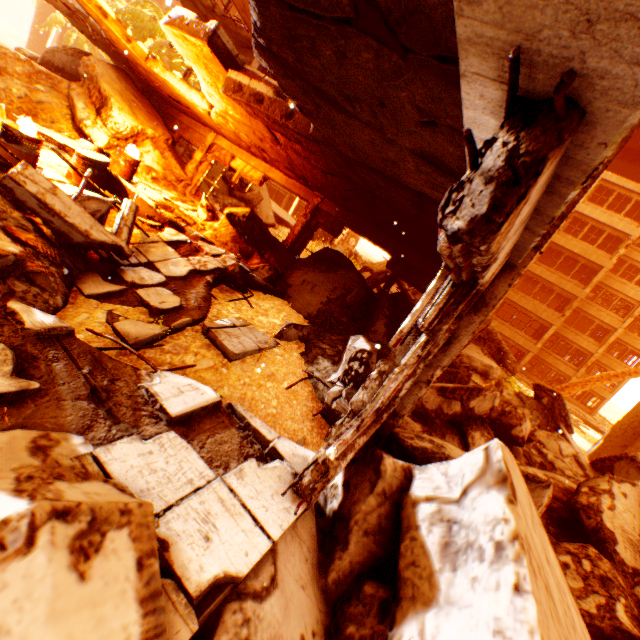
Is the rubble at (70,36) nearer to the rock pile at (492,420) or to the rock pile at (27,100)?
the rock pile at (492,420)

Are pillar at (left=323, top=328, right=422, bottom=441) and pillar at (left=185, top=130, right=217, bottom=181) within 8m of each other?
no

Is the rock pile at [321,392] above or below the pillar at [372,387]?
below

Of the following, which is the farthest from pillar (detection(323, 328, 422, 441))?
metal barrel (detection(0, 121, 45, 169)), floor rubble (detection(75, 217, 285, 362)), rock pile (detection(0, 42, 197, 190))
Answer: rock pile (detection(0, 42, 197, 190))

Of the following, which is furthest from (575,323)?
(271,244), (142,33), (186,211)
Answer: (142,33)

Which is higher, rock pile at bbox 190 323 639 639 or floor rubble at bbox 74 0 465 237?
floor rubble at bbox 74 0 465 237

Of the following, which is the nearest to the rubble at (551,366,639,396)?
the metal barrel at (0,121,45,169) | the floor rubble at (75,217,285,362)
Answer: → the floor rubble at (75,217,285,362)

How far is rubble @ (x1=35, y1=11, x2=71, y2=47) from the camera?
33.03m
